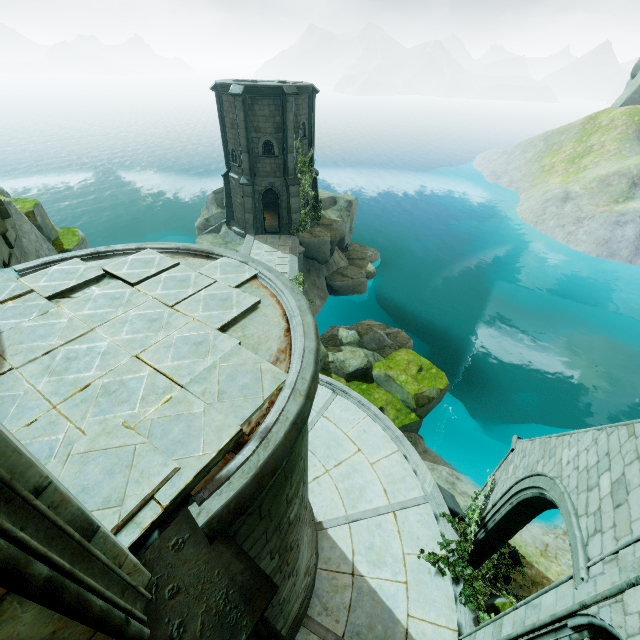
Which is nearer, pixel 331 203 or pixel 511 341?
pixel 331 203

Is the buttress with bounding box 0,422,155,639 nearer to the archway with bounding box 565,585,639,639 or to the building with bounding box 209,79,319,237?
the archway with bounding box 565,585,639,639

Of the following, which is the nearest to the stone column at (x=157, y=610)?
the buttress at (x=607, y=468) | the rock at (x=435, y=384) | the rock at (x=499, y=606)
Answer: the buttress at (x=607, y=468)

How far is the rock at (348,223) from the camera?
25.8 meters

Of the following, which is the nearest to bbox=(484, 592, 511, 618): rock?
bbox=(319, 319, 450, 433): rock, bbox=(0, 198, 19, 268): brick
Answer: bbox=(319, 319, 450, 433): rock

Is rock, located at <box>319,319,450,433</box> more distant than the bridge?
No

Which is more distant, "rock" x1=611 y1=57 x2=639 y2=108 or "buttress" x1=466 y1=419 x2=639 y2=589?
"rock" x1=611 y1=57 x2=639 y2=108

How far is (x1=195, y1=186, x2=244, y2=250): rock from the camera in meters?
26.3 m
